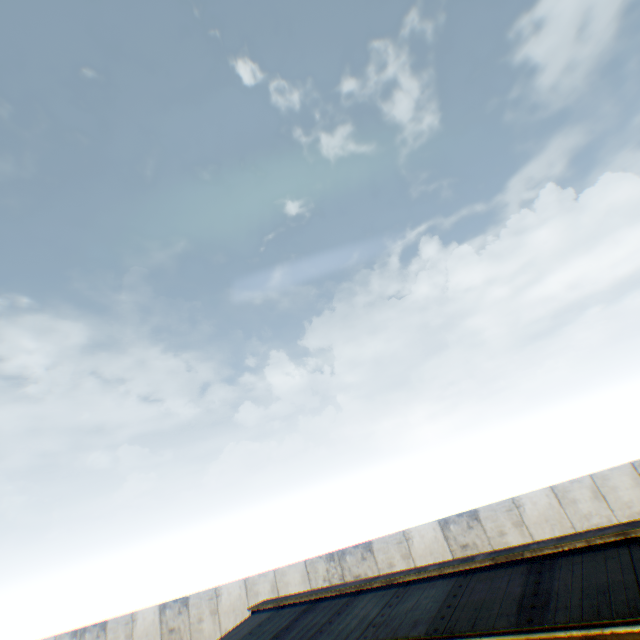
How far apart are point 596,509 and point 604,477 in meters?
1.0
